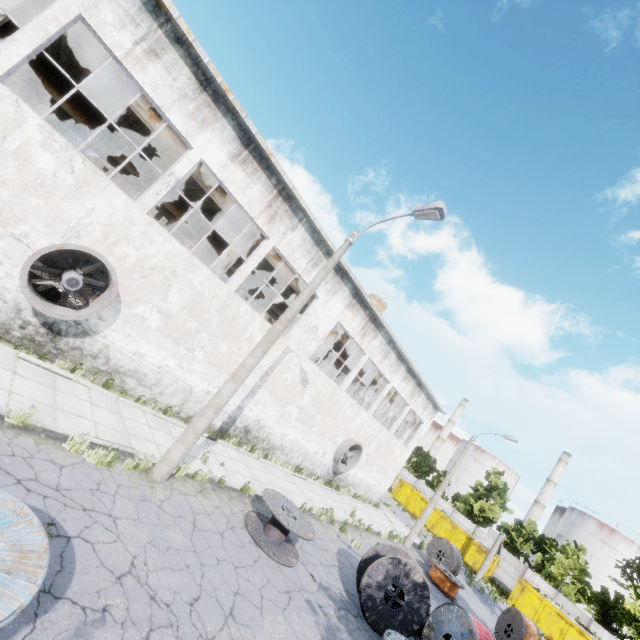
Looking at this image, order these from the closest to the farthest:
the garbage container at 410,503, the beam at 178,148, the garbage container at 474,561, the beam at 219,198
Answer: the beam at 178,148
the beam at 219,198
the garbage container at 474,561
the garbage container at 410,503

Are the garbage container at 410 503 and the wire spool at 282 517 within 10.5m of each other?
no

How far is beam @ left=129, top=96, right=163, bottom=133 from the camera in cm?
1155

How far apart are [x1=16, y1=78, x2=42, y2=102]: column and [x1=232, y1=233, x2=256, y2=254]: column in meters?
14.7 m

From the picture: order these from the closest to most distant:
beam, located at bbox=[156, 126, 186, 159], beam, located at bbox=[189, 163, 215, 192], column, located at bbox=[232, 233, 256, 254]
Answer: beam, located at bbox=[156, 126, 186, 159] < beam, located at bbox=[189, 163, 215, 192] < column, located at bbox=[232, 233, 256, 254]

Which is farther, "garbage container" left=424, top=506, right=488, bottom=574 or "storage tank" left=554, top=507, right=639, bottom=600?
"storage tank" left=554, top=507, right=639, bottom=600

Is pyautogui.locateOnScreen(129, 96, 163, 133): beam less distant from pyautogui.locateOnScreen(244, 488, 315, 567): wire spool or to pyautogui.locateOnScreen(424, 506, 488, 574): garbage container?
pyautogui.locateOnScreen(244, 488, 315, 567): wire spool

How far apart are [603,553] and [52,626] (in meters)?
77.79
